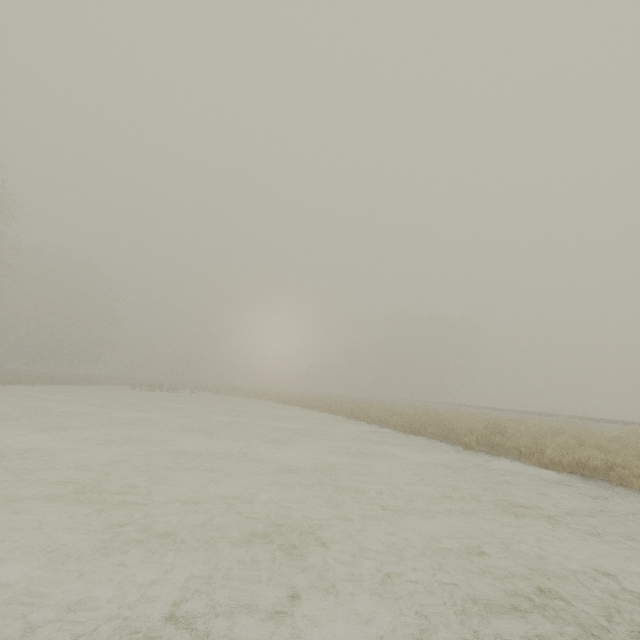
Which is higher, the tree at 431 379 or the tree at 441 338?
the tree at 441 338

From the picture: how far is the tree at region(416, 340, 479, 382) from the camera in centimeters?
5628cm

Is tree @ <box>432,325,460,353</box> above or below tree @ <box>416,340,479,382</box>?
above

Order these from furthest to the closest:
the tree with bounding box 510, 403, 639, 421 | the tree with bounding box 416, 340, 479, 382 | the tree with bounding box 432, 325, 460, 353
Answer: the tree with bounding box 432, 325, 460, 353 < the tree with bounding box 416, 340, 479, 382 < the tree with bounding box 510, 403, 639, 421

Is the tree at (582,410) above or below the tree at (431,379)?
below

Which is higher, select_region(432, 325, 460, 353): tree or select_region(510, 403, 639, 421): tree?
select_region(432, 325, 460, 353): tree

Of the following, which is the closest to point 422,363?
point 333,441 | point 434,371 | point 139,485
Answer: point 434,371

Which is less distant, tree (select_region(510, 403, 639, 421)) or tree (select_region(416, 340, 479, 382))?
tree (select_region(510, 403, 639, 421))
